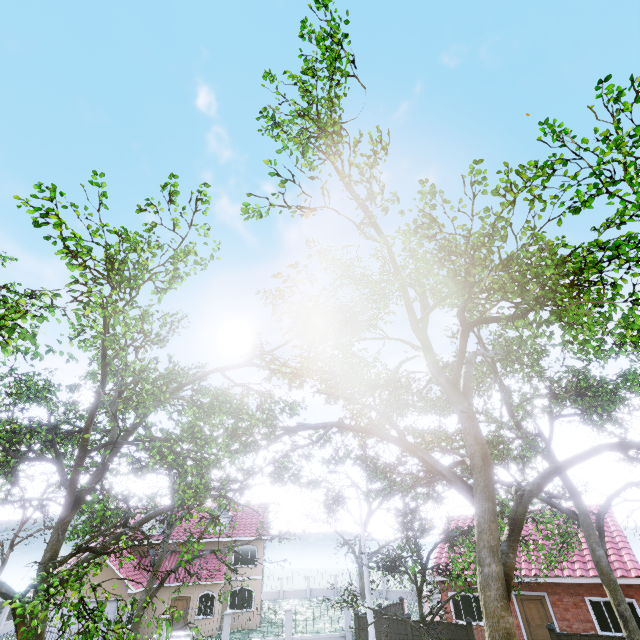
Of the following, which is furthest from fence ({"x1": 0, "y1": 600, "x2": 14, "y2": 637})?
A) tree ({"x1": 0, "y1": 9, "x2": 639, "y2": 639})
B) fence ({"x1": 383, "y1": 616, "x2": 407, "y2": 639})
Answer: fence ({"x1": 383, "y1": 616, "x2": 407, "y2": 639})

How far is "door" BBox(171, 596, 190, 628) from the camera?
24.8m

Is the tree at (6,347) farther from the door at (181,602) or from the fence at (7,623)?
the door at (181,602)

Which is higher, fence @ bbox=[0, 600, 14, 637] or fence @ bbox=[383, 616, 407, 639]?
fence @ bbox=[383, 616, 407, 639]

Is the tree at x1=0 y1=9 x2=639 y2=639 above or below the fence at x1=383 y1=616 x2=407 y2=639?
above

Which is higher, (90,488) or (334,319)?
(334,319)

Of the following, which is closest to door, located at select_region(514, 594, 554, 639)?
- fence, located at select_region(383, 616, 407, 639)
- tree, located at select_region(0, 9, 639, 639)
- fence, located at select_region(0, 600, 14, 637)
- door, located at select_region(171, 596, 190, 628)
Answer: A: tree, located at select_region(0, 9, 639, 639)

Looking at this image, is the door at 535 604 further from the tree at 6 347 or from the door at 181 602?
the door at 181 602
